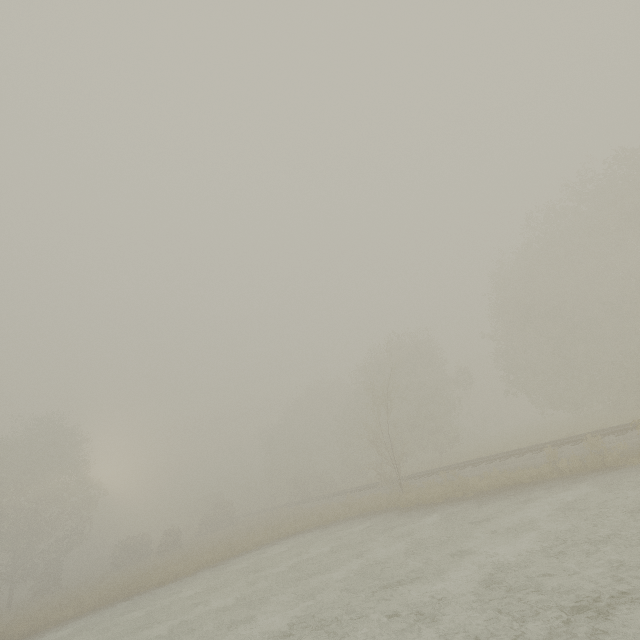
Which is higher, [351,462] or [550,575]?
[351,462]
